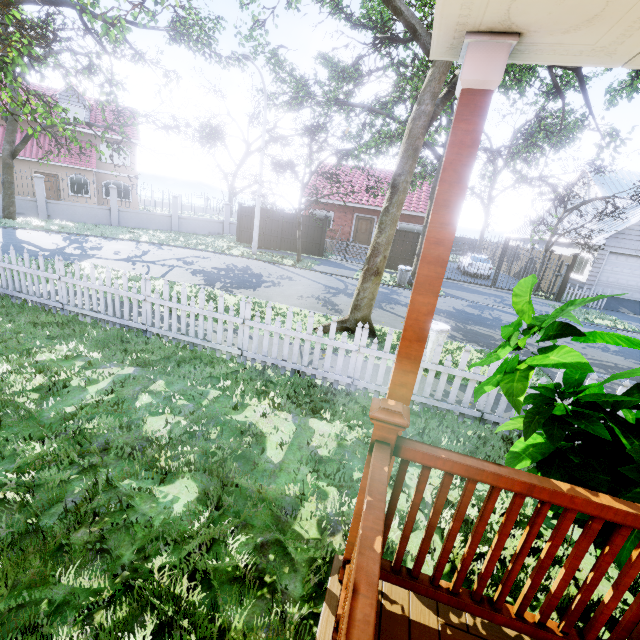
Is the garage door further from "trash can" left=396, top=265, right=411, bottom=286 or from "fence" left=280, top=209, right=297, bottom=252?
"trash can" left=396, top=265, right=411, bottom=286

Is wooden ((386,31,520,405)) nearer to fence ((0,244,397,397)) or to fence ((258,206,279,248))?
fence ((0,244,397,397))

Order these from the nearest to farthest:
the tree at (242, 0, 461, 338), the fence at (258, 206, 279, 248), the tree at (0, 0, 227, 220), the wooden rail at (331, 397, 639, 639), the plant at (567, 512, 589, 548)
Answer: the wooden rail at (331, 397, 639, 639) < the plant at (567, 512, 589, 548) < the tree at (0, 0, 227, 220) < the tree at (242, 0, 461, 338) < the fence at (258, 206, 279, 248)

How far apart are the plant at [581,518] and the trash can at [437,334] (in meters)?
3.05

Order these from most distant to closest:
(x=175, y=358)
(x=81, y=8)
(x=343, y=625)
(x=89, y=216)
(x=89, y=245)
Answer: (x=89, y=216)
(x=89, y=245)
(x=81, y=8)
(x=175, y=358)
(x=343, y=625)

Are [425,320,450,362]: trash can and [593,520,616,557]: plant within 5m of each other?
yes

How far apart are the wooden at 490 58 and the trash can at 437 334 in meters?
4.1 m

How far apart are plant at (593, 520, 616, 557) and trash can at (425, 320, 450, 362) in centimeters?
305cm
